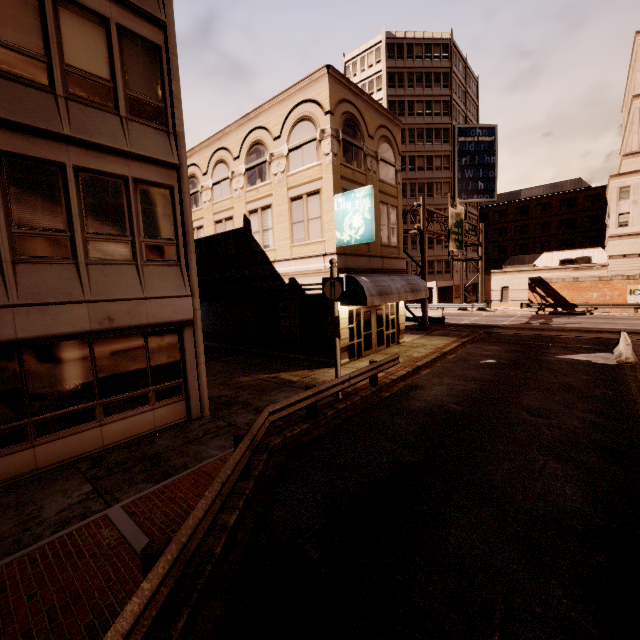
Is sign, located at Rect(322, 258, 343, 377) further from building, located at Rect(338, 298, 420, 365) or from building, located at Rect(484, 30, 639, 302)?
building, located at Rect(484, 30, 639, 302)

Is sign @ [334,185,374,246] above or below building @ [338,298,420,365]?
above

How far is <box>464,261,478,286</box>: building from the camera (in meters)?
53.34

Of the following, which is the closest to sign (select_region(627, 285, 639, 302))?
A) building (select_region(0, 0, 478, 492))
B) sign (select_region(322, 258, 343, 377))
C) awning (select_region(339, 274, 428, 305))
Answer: awning (select_region(339, 274, 428, 305))

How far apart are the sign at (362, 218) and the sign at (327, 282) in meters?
3.5

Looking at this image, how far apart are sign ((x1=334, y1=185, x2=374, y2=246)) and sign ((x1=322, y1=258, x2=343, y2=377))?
3.54m

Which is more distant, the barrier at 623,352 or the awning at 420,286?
the awning at 420,286

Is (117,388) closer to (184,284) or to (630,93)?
(184,284)
